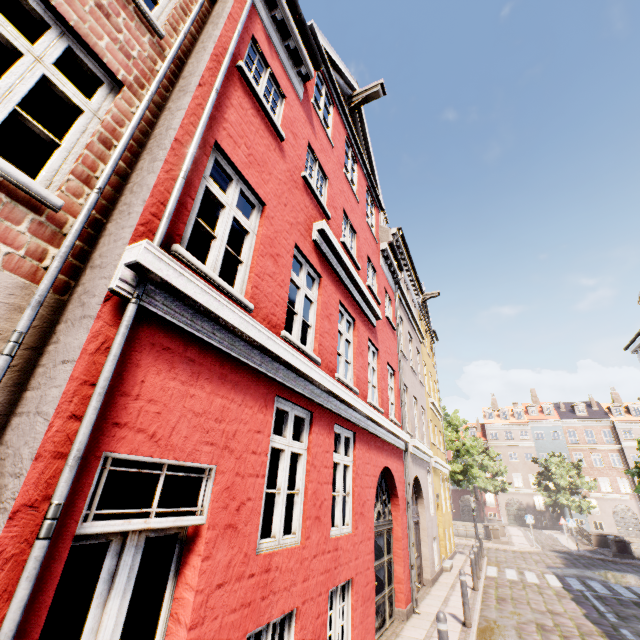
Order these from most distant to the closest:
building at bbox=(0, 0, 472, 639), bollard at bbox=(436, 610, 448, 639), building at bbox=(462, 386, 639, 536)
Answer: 1. building at bbox=(462, 386, 639, 536)
2. bollard at bbox=(436, 610, 448, 639)
3. building at bbox=(0, 0, 472, 639)

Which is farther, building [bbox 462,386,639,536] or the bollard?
building [bbox 462,386,639,536]

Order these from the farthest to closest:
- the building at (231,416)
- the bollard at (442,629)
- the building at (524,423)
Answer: the building at (524,423), the bollard at (442,629), the building at (231,416)

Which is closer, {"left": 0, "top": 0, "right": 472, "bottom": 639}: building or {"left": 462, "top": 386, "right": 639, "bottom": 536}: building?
{"left": 0, "top": 0, "right": 472, "bottom": 639}: building

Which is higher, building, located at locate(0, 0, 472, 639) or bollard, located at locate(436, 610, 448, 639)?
building, located at locate(0, 0, 472, 639)

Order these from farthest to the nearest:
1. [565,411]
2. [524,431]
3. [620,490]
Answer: [524,431]
[565,411]
[620,490]

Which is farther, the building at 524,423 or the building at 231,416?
the building at 524,423
